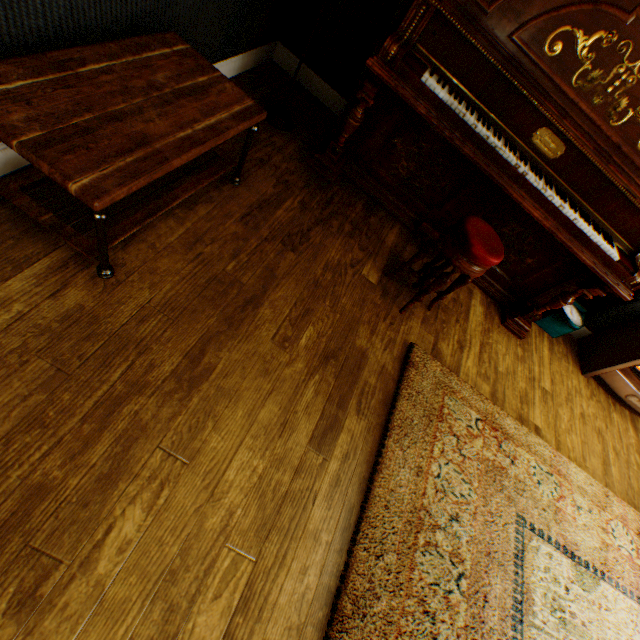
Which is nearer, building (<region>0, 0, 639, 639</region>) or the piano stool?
building (<region>0, 0, 639, 639</region>)

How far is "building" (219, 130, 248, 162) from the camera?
2.4m

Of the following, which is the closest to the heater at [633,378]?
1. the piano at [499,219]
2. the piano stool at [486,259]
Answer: the piano at [499,219]

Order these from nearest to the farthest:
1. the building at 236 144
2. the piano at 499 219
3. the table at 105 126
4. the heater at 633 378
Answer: the table at 105 126 → the piano at 499 219 → the building at 236 144 → the heater at 633 378

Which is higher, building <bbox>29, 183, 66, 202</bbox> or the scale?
the scale

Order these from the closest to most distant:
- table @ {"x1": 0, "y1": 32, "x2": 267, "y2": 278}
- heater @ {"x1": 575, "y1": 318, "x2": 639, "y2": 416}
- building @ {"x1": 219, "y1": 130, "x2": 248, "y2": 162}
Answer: table @ {"x1": 0, "y1": 32, "x2": 267, "y2": 278}, building @ {"x1": 219, "y1": 130, "x2": 248, "y2": 162}, heater @ {"x1": 575, "y1": 318, "x2": 639, "y2": 416}

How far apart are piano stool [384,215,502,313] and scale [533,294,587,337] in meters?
1.6

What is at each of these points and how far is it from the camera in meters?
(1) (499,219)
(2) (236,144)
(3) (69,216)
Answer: (1) piano, 2.7 m
(2) building, 2.4 m
(3) building, 1.6 m
